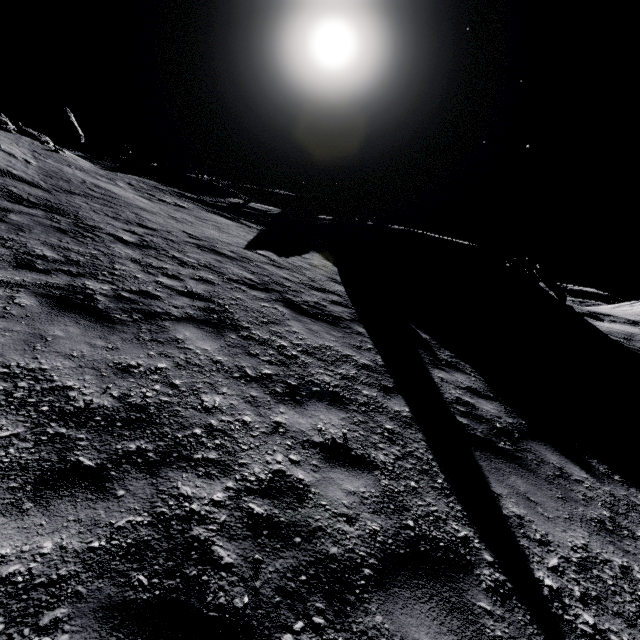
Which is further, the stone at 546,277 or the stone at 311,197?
the stone at 311,197

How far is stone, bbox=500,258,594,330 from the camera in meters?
22.2 m

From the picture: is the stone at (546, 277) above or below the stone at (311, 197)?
below

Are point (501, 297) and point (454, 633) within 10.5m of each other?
no

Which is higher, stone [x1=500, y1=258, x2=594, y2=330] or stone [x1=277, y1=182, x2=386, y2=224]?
stone [x1=277, y1=182, x2=386, y2=224]

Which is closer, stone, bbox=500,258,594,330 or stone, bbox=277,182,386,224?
A: stone, bbox=500,258,594,330

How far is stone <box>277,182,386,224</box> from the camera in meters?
27.3 m
